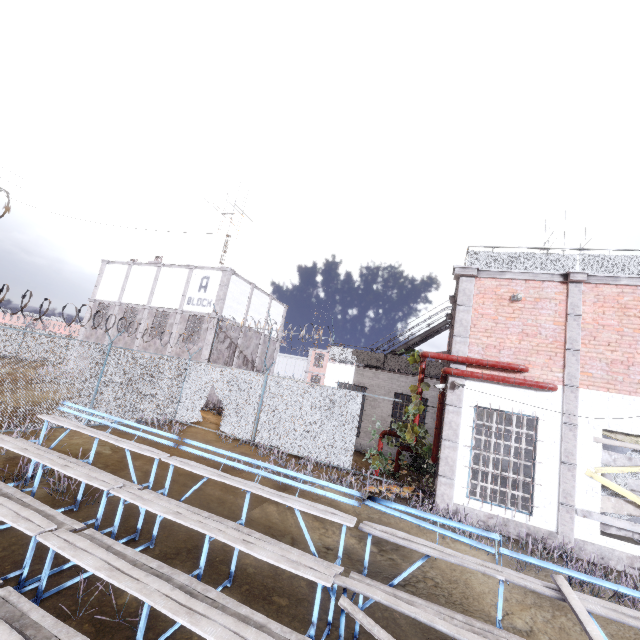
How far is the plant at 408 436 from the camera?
10.3 meters

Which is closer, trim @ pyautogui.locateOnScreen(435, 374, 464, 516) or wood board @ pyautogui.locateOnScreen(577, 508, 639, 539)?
wood board @ pyautogui.locateOnScreen(577, 508, 639, 539)

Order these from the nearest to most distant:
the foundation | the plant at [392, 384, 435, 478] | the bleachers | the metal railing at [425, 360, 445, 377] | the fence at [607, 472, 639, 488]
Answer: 1. the bleachers
2. the foundation
3. the fence at [607, 472, 639, 488]
4. the plant at [392, 384, 435, 478]
5. the metal railing at [425, 360, 445, 377]

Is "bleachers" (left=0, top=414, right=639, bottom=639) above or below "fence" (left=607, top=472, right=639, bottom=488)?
below

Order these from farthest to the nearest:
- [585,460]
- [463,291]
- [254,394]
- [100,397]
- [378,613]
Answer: [254,394]
[100,397]
[463,291]
[585,460]
[378,613]

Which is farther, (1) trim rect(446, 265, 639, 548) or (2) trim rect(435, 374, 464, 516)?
(2) trim rect(435, 374, 464, 516)

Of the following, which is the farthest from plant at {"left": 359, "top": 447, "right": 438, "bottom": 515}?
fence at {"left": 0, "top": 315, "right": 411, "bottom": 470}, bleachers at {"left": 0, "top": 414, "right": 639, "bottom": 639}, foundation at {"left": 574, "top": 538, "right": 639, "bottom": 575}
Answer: bleachers at {"left": 0, "top": 414, "right": 639, "bottom": 639}

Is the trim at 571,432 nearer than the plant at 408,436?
Yes
